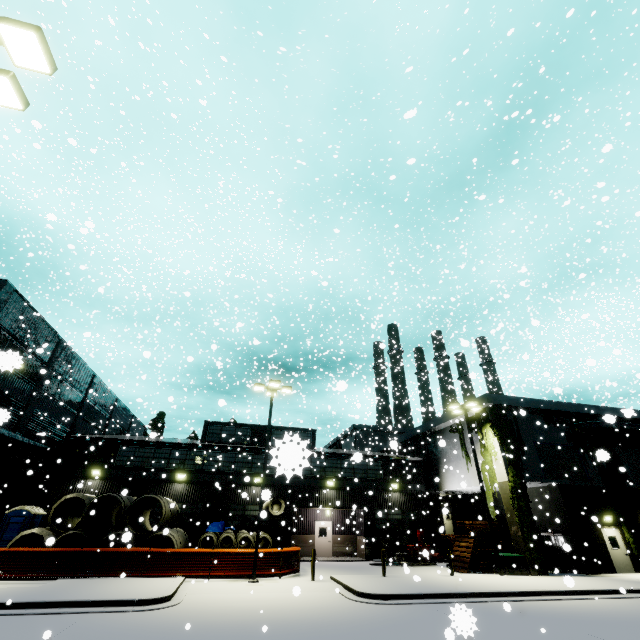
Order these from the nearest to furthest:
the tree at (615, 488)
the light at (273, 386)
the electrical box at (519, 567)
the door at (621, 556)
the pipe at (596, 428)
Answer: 1. the light at (273, 386)
2. the electrical box at (519, 567)
3. the door at (621, 556)
4. the tree at (615, 488)
5. the pipe at (596, 428)

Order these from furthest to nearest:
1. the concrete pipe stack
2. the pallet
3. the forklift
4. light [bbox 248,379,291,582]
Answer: the forklift < the pallet < the concrete pipe stack < light [bbox 248,379,291,582]

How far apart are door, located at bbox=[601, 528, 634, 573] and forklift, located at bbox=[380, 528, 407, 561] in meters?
12.7 m

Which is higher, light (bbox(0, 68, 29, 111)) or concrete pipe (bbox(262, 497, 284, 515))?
light (bbox(0, 68, 29, 111))

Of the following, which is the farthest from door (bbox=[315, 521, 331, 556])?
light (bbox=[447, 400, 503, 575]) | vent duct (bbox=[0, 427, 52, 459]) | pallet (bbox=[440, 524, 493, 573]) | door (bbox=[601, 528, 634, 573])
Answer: door (bbox=[601, 528, 634, 573])

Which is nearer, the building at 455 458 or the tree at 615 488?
the tree at 615 488

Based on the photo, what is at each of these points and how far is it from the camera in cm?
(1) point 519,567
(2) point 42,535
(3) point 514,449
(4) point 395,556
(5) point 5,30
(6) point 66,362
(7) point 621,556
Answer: (1) electrical box, 1866
(2) concrete pipe, 1889
(3) tree, 2225
(4) forklift, 2300
(5) light, 563
(6) building, 2828
(7) door, 2086

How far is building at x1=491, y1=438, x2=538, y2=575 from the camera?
19.48m
